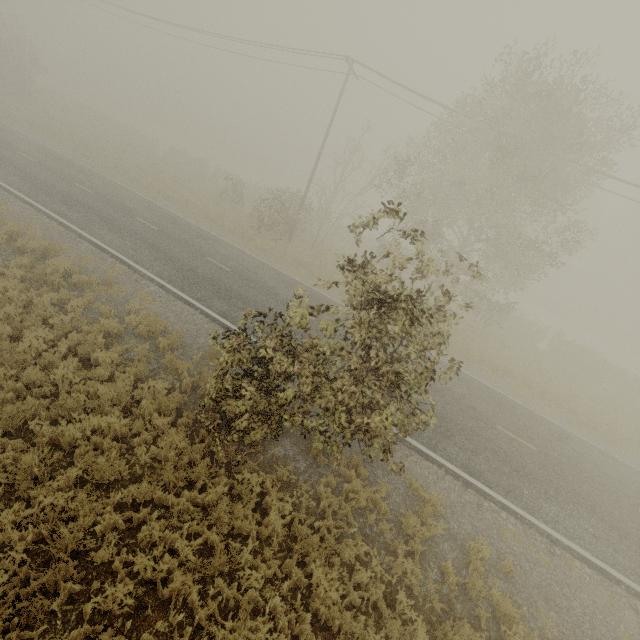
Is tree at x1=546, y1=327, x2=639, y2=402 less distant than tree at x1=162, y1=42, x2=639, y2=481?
No

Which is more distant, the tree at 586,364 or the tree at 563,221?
the tree at 586,364

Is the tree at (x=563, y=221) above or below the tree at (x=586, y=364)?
above

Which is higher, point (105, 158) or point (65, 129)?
point (65, 129)

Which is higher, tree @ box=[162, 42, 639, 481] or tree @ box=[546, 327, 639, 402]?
tree @ box=[162, 42, 639, 481]
